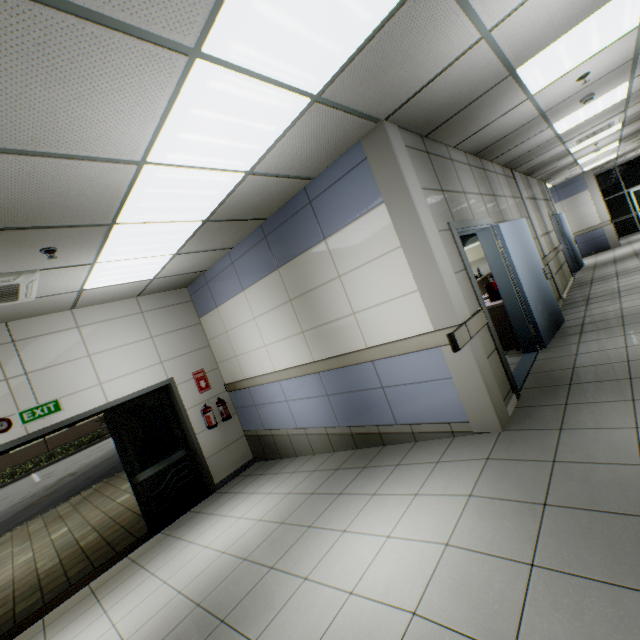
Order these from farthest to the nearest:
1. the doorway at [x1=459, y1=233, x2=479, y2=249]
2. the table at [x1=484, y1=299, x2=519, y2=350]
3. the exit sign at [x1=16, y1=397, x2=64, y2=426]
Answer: the doorway at [x1=459, y1=233, x2=479, y2=249], the table at [x1=484, y1=299, x2=519, y2=350], the exit sign at [x1=16, y1=397, x2=64, y2=426]

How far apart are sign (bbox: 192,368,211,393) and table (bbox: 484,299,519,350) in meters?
5.0 m

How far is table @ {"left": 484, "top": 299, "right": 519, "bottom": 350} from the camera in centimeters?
525cm

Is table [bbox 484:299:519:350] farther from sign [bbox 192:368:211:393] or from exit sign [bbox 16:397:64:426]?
exit sign [bbox 16:397:64:426]

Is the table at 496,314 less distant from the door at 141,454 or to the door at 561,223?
the door at 561,223

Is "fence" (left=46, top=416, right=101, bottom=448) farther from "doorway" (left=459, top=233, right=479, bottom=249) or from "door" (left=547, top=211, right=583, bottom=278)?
"door" (left=547, top=211, right=583, bottom=278)

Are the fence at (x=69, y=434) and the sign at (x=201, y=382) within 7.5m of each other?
no

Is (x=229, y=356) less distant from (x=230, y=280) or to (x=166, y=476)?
(x=230, y=280)
